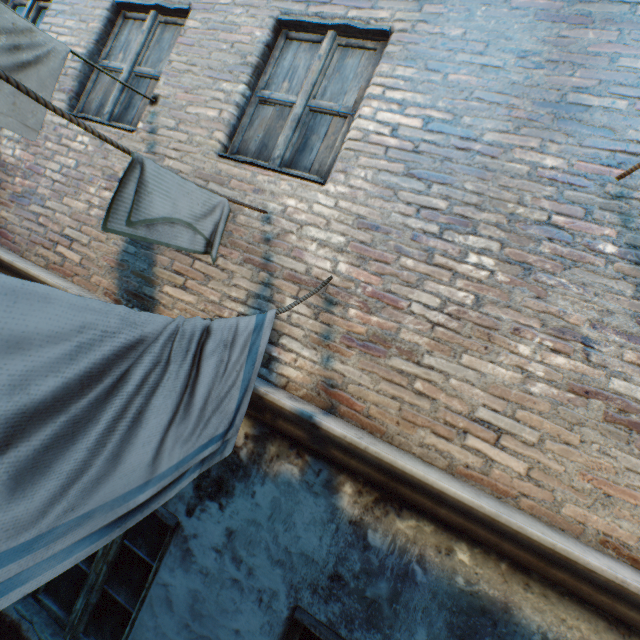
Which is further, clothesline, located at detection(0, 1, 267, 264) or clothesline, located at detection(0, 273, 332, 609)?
clothesline, located at detection(0, 1, 267, 264)

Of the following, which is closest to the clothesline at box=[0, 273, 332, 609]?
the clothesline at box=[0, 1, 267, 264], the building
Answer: the building

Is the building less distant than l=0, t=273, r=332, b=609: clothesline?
No

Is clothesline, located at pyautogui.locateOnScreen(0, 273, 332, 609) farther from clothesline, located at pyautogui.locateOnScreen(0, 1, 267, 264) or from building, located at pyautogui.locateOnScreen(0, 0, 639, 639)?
clothesline, located at pyautogui.locateOnScreen(0, 1, 267, 264)

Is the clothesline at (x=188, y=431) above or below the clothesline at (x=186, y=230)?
below

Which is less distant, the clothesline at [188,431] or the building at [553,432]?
the clothesline at [188,431]

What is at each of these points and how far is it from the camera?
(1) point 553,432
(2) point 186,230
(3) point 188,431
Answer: (1) building, 1.79m
(2) clothesline, 1.82m
(3) clothesline, 1.30m
